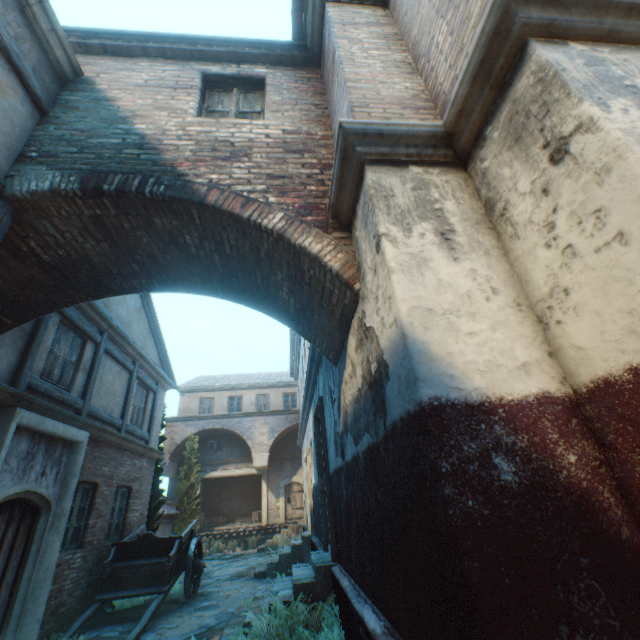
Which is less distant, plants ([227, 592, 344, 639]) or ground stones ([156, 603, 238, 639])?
plants ([227, 592, 344, 639])

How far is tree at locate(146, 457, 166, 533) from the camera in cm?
1092

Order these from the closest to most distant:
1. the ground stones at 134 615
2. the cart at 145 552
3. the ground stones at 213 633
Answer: the ground stones at 213 633, the ground stones at 134 615, the cart at 145 552

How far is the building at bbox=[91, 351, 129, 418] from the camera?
8.1m

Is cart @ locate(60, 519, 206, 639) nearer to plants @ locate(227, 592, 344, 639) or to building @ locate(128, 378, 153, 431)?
building @ locate(128, 378, 153, 431)

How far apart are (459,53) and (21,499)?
9.2 meters

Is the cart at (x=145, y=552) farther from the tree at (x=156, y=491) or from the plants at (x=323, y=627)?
the plants at (x=323, y=627)
